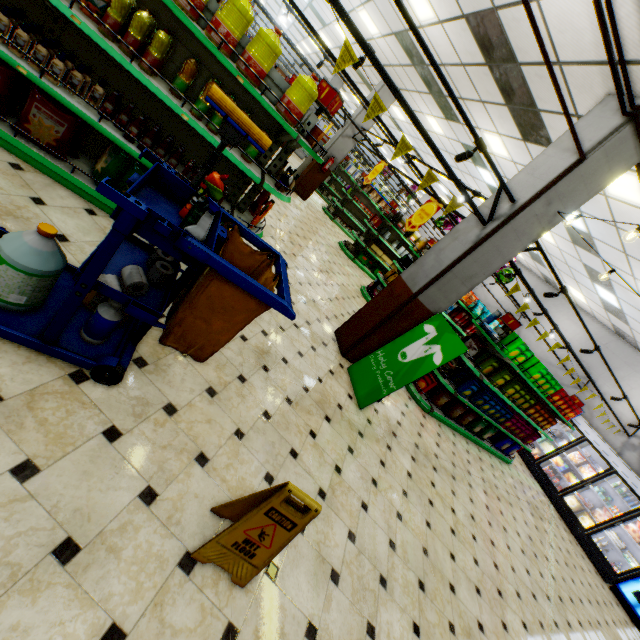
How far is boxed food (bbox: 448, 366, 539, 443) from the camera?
6.6m

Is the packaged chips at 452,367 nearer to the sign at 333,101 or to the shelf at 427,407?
the shelf at 427,407

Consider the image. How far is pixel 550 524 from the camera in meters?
8.1 m

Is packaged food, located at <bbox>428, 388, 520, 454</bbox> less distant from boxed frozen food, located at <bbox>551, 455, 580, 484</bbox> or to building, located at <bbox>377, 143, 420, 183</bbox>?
building, located at <bbox>377, 143, 420, 183</bbox>

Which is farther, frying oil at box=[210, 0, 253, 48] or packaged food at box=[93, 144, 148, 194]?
packaged food at box=[93, 144, 148, 194]

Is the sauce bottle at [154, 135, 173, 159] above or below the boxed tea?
below

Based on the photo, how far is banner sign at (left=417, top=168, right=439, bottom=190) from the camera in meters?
4.0

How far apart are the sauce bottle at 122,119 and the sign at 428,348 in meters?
4.2 m
